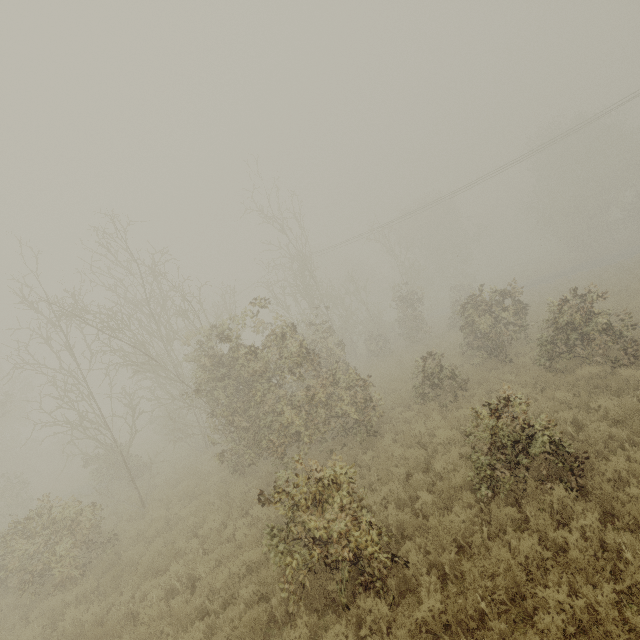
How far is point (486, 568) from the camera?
5.2m

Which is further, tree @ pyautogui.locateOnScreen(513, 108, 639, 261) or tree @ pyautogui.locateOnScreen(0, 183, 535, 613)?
tree @ pyautogui.locateOnScreen(513, 108, 639, 261)

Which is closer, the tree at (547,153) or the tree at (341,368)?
the tree at (341,368)
